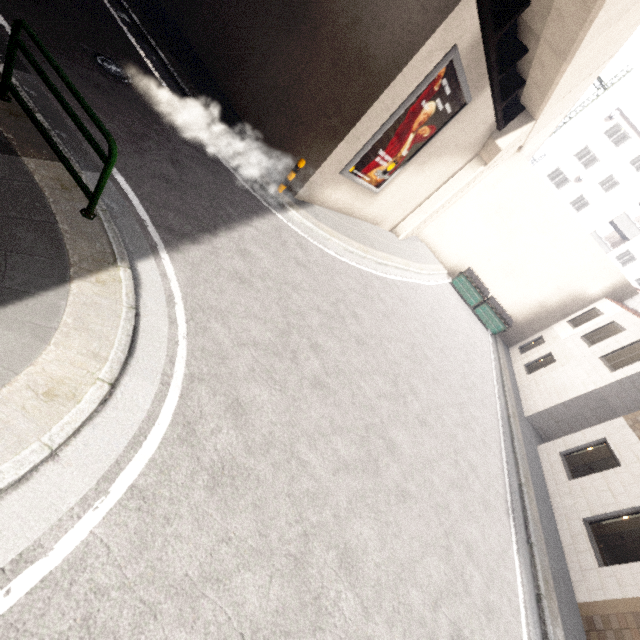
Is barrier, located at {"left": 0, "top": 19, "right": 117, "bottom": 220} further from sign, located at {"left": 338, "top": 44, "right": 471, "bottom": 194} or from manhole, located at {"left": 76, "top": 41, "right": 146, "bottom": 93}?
sign, located at {"left": 338, "top": 44, "right": 471, "bottom": 194}

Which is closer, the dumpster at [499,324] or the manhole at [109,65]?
the manhole at [109,65]

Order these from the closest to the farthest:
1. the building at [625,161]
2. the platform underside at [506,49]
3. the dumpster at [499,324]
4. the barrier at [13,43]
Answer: the barrier at [13,43]
the platform underside at [506,49]
the dumpster at [499,324]
the building at [625,161]

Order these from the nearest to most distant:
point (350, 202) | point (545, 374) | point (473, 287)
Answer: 1. point (350, 202)
2. point (545, 374)
3. point (473, 287)

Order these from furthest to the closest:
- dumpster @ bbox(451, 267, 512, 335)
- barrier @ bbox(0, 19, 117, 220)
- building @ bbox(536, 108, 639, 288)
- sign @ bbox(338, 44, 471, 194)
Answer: building @ bbox(536, 108, 639, 288) → dumpster @ bbox(451, 267, 512, 335) → sign @ bbox(338, 44, 471, 194) → barrier @ bbox(0, 19, 117, 220)

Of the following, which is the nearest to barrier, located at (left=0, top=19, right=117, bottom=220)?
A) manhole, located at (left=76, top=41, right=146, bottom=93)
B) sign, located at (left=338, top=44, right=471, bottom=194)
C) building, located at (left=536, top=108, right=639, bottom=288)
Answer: manhole, located at (left=76, top=41, right=146, bottom=93)

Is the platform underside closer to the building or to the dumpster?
the building

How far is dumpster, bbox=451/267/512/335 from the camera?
19.7m
